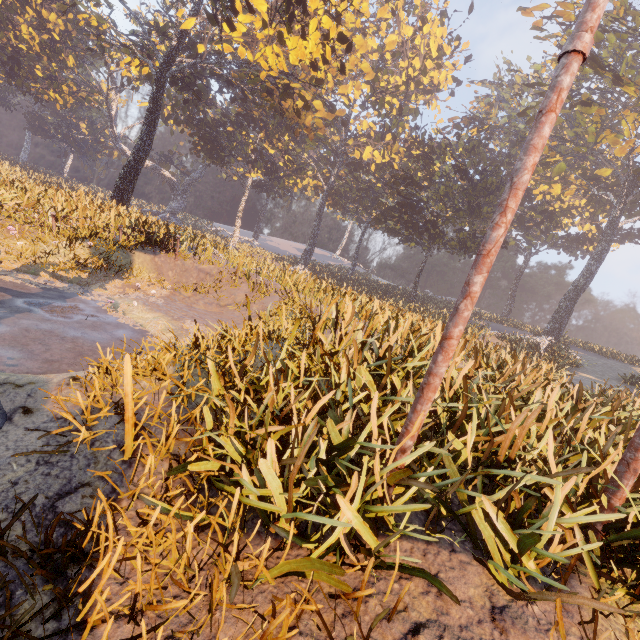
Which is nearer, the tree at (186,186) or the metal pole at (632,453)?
the metal pole at (632,453)

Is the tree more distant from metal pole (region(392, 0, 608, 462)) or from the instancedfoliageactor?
metal pole (region(392, 0, 608, 462))

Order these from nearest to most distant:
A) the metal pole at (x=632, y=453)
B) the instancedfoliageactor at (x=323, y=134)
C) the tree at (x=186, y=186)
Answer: the instancedfoliageactor at (x=323, y=134) → the metal pole at (x=632, y=453) → the tree at (x=186, y=186)

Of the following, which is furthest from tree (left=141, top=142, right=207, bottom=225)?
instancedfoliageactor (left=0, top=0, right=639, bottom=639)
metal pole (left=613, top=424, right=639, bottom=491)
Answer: metal pole (left=613, top=424, right=639, bottom=491)

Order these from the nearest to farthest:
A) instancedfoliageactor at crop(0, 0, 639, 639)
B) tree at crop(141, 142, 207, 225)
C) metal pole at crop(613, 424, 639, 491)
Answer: instancedfoliageactor at crop(0, 0, 639, 639) → metal pole at crop(613, 424, 639, 491) → tree at crop(141, 142, 207, 225)

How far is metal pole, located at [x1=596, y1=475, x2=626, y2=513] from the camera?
3.1m

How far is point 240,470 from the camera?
3.33m

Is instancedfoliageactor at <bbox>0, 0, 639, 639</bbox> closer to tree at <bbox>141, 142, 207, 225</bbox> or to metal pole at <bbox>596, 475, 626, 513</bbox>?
metal pole at <bbox>596, 475, 626, 513</bbox>
